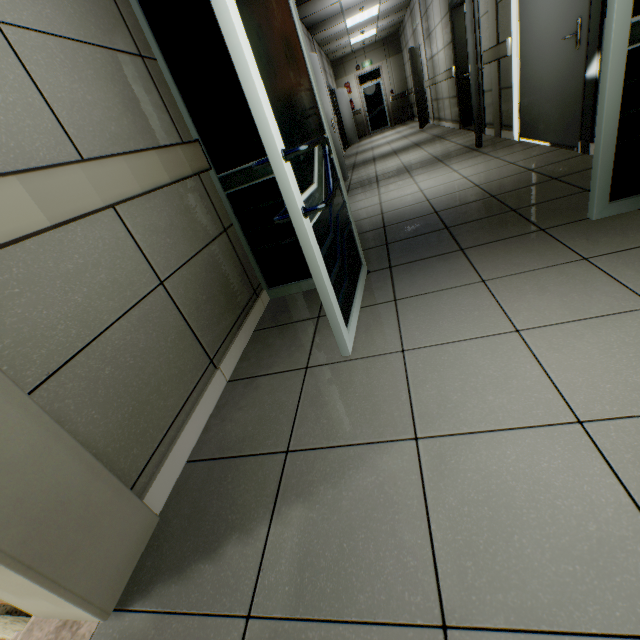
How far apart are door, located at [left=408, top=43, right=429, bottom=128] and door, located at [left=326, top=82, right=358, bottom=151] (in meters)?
2.64

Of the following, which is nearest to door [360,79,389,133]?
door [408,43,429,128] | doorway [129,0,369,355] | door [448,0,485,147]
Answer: door [408,43,429,128]

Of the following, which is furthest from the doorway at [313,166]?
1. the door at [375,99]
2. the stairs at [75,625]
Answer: the door at [375,99]

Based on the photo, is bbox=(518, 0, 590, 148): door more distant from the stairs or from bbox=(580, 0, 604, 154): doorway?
the stairs

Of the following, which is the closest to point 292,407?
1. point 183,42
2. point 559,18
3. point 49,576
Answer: point 49,576

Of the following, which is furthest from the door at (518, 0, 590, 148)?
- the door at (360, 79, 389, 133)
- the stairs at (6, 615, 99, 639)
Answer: the door at (360, 79, 389, 133)

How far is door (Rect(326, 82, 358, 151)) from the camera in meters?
12.0 m

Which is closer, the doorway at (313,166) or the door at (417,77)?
the doorway at (313,166)
